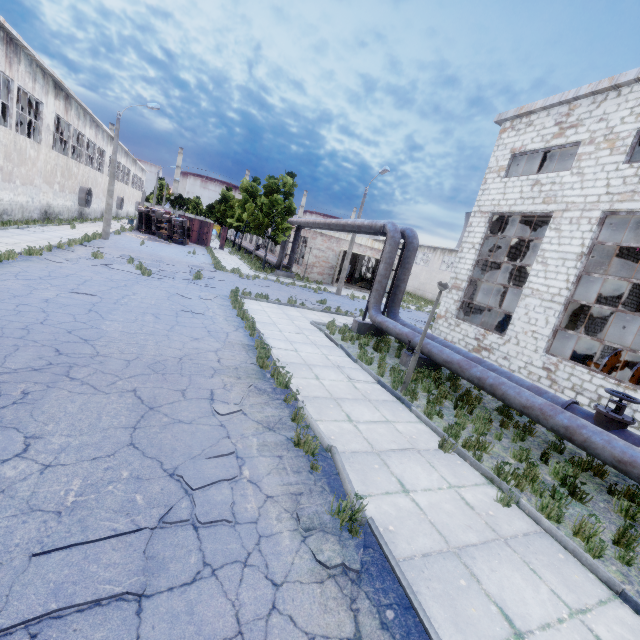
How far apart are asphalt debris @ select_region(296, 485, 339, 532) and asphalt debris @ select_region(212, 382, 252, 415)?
2.10m

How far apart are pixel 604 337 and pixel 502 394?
21.04m

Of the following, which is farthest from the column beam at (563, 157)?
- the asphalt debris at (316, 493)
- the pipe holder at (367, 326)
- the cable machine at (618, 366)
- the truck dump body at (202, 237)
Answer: the truck dump body at (202, 237)

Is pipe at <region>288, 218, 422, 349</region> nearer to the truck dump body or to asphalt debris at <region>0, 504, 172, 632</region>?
the truck dump body

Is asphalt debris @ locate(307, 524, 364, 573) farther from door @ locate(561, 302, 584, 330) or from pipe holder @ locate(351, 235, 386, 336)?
door @ locate(561, 302, 584, 330)

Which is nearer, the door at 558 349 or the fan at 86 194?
the door at 558 349

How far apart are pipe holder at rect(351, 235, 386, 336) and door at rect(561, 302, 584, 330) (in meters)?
12.32

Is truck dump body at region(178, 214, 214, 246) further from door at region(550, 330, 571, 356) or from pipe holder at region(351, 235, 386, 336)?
door at region(550, 330, 571, 356)
